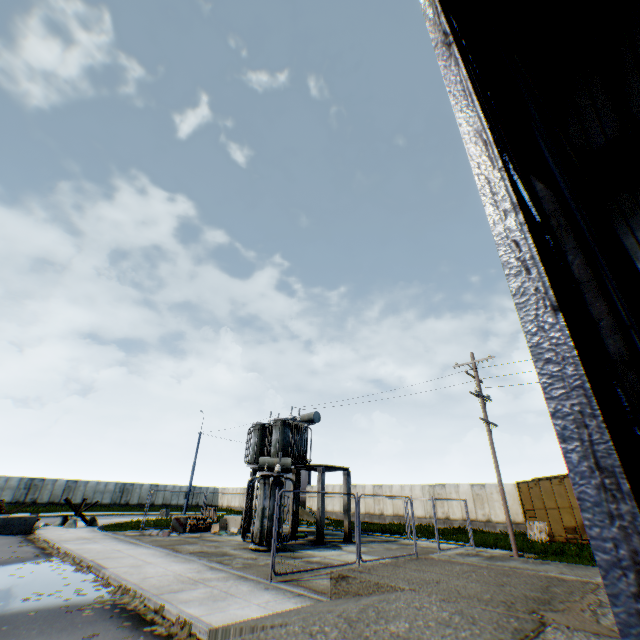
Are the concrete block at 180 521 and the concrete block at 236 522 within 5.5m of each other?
yes

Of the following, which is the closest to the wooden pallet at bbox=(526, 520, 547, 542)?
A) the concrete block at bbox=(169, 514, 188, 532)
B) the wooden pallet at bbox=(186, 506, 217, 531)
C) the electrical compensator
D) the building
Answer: the building

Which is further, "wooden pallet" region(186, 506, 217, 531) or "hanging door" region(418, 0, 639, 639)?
"wooden pallet" region(186, 506, 217, 531)

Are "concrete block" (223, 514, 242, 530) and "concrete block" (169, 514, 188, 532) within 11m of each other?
yes

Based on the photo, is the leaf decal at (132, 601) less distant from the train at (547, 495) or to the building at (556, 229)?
the building at (556, 229)

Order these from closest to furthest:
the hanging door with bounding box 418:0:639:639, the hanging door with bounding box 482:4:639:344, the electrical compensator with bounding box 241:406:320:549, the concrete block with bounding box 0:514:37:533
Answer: the hanging door with bounding box 418:0:639:639 < the hanging door with bounding box 482:4:639:344 < the electrical compensator with bounding box 241:406:320:549 < the concrete block with bounding box 0:514:37:533

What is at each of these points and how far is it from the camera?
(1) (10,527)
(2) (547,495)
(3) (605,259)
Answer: (1) concrete block, 17.66m
(2) train, 20.31m
(3) hanging door, 5.22m

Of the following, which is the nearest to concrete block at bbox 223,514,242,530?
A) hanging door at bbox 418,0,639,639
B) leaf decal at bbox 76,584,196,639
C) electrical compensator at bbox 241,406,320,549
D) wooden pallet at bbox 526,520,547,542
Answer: electrical compensator at bbox 241,406,320,549
